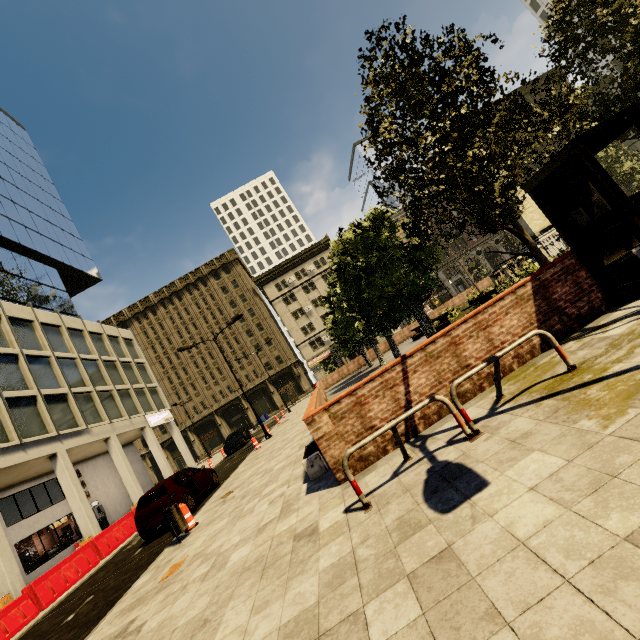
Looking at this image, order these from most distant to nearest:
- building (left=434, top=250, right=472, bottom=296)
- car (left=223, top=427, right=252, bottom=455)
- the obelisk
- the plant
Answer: building (left=434, top=250, right=472, bottom=296)
car (left=223, top=427, right=252, bottom=455)
the obelisk
the plant

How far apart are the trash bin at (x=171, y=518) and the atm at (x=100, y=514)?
22.12m

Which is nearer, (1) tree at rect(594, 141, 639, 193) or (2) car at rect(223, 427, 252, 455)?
(2) car at rect(223, 427, 252, 455)

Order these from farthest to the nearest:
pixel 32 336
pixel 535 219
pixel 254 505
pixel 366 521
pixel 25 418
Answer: pixel 32 336, pixel 535 219, pixel 25 418, pixel 254 505, pixel 366 521

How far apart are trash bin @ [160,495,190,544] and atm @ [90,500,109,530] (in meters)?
22.12

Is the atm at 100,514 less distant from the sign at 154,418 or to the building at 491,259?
the building at 491,259

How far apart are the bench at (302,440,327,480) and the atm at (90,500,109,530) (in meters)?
25.17

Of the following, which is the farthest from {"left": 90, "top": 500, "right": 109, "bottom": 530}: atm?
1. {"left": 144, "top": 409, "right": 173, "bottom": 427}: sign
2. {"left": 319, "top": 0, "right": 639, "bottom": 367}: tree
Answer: {"left": 319, "top": 0, "right": 639, "bottom": 367}: tree
